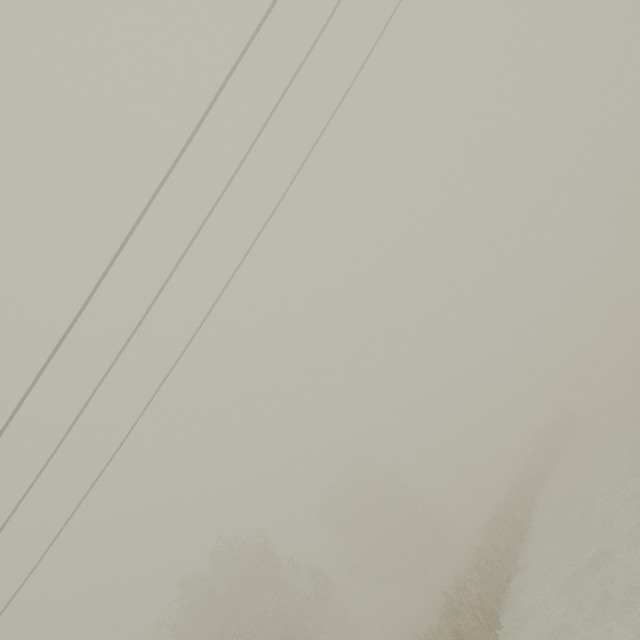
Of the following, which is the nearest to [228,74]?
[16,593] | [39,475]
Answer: [39,475]
